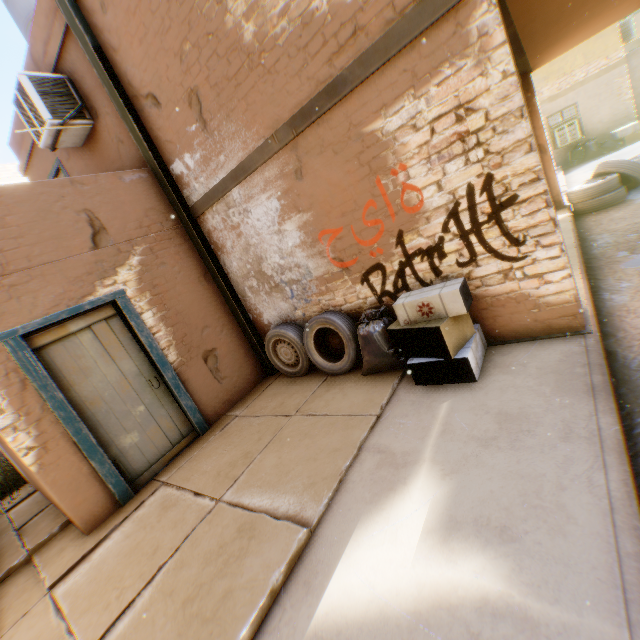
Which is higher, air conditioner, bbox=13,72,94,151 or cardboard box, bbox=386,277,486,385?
air conditioner, bbox=13,72,94,151

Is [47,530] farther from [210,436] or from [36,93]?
[36,93]

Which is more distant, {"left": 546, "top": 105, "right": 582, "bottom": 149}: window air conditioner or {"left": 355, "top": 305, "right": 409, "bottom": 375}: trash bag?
{"left": 546, "top": 105, "right": 582, "bottom": 149}: window air conditioner

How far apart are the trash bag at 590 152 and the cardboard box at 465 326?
15.7m

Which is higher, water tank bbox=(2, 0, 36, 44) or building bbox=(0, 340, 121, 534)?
water tank bbox=(2, 0, 36, 44)

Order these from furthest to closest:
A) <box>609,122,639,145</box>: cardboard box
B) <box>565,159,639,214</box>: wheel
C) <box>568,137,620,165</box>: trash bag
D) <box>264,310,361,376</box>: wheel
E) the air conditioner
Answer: <box>568,137,620,165</box>: trash bag → <box>609,122,639,145</box>: cardboard box → <box>565,159,639,214</box>: wheel → the air conditioner → <box>264,310,361,376</box>: wheel

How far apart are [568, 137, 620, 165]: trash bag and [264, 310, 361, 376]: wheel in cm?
1592

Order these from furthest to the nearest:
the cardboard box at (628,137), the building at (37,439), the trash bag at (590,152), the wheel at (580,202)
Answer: the trash bag at (590,152) < the cardboard box at (628,137) < the wheel at (580,202) < the building at (37,439)
